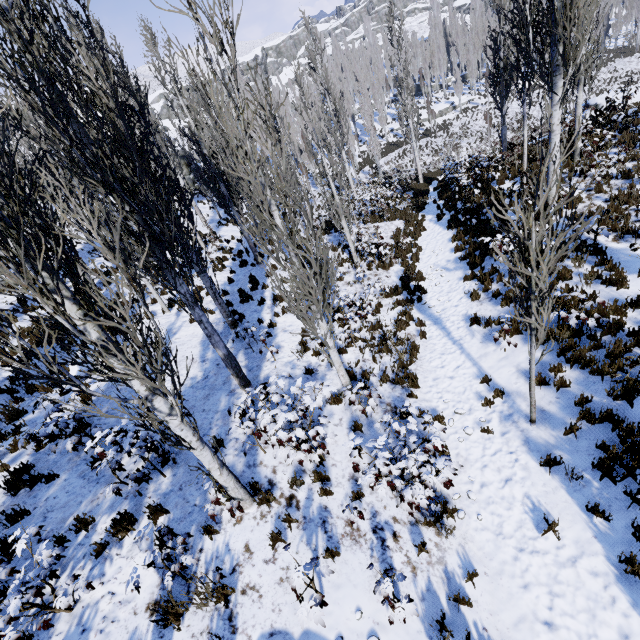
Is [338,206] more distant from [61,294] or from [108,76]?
[61,294]

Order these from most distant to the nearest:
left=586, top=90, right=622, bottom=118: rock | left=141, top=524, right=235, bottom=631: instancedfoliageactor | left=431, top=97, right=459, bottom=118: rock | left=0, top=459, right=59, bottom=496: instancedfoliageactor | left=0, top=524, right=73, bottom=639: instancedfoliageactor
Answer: left=431, top=97, right=459, bottom=118: rock < left=586, top=90, right=622, bottom=118: rock < left=0, top=459, right=59, bottom=496: instancedfoliageactor < left=141, top=524, right=235, bottom=631: instancedfoliageactor < left=0, top=524, right=73, bottom=639: instancedfoliageactor

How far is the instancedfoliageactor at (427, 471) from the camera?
5.2 meters

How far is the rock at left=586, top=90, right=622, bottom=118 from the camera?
19.88m

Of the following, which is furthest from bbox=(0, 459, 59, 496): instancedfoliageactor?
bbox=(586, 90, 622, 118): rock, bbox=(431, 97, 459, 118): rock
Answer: bbox=(586, 90, 622, 118): rock

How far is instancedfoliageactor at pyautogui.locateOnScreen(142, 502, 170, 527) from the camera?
5.6m

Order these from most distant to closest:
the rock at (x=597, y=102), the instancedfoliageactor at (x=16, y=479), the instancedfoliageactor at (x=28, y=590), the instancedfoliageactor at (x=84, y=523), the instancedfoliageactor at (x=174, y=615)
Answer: the rock at (x=597, y=102) < the instancedfoliageactor at (x=16, y=479) < the instancedfoliageactor at (x=84, y=523) < the instancedfoliageactor at (x=174, y=615) < the instancedfoliageactor at (x=28, y=590)
